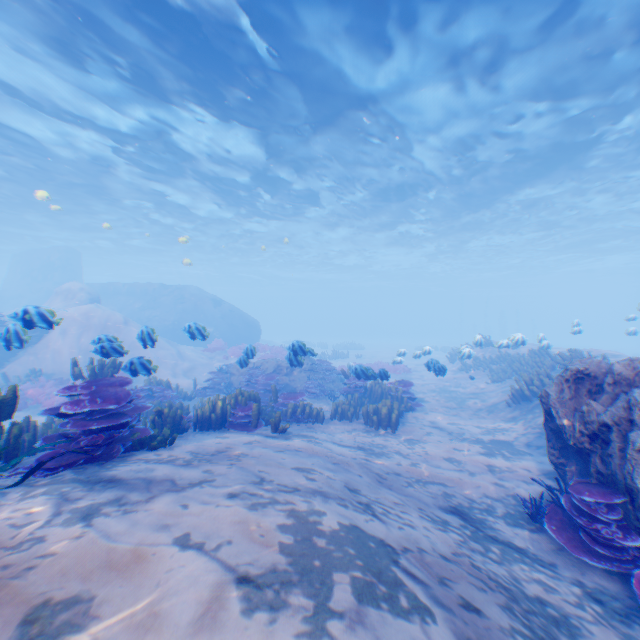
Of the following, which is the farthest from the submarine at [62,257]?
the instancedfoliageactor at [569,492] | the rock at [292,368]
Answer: the instancedfoliageactor at [569,492]

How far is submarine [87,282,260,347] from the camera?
27.25m

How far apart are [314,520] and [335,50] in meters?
13.9 m

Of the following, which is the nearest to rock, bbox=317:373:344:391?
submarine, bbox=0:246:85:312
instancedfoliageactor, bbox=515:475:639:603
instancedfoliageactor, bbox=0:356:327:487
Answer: instancedfoliageactor, bbox=0:356:327:487

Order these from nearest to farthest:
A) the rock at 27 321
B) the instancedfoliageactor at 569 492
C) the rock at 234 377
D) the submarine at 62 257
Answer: the instancedfoliageactor at 569 492, the rock at 27 321, the rock at 234 377, the submarine at 62 257

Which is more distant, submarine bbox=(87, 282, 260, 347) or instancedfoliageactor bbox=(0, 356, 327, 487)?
submarine bbox=(87, 282, 260, 347)

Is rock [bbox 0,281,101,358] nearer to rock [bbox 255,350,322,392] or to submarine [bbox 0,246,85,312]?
submarine [bbox 0,246,85,312]

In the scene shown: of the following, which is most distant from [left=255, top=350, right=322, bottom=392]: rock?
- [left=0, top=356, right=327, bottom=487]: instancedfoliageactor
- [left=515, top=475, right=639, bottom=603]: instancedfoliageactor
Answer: [left=515, top=475, right=639, bottom=603]: instancedfoliageactor
